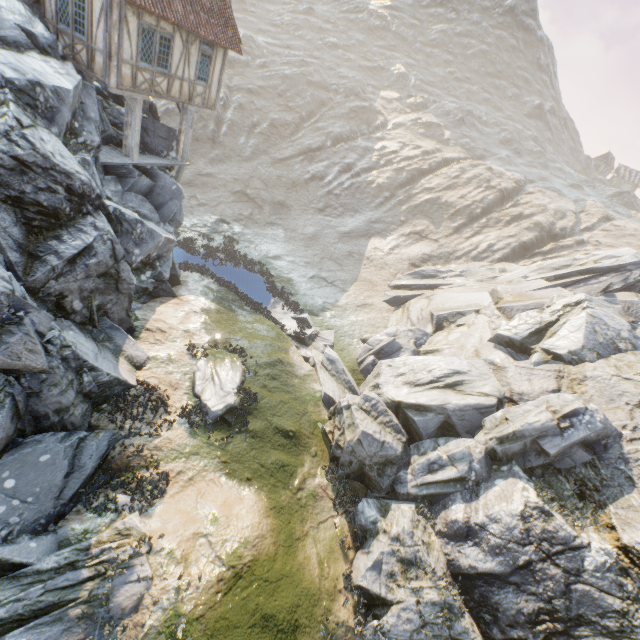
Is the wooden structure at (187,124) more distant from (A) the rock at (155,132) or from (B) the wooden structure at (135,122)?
(B) the wooden structure at (135,122)

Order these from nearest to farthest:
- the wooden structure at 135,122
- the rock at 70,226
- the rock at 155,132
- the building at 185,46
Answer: the rock at 70,226
the building at 185,46
the wooden structure at 135,122
the rock at 155,132

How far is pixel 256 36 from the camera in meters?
52.6 m

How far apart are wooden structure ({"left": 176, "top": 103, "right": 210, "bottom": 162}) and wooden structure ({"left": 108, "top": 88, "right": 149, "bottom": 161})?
2.3 meters

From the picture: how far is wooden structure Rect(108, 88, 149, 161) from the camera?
14.06m

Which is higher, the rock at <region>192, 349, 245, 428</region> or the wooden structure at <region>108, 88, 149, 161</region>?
the wooden structure at <region>108, 88, 149, 161</region>

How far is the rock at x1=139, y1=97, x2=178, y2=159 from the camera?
17.1m
